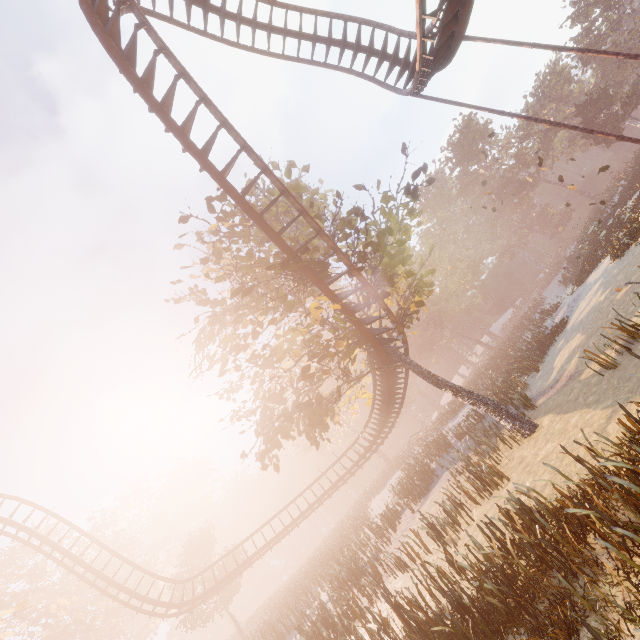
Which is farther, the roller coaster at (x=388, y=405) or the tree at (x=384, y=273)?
the roller coaster at (x=388, y=405)

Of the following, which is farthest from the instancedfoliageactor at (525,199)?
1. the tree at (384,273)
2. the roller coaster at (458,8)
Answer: the roller coaster at (458,8)

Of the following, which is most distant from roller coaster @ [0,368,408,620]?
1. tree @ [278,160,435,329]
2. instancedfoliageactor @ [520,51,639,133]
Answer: instancedfoliageactor @ [520,51,639,133]

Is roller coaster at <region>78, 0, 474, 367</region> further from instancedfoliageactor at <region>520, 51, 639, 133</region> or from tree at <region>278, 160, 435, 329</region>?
instancedfoliageactor at <region>520, 51, 639, 133</region>

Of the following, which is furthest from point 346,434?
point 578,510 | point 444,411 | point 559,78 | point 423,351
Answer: point 559,78

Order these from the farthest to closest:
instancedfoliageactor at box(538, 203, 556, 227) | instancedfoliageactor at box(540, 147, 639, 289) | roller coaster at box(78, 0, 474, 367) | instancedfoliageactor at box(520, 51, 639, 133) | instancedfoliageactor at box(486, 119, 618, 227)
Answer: instancedfoliageactor at box(538, 203, 556, 227), instancedfoliageactor at box(486, 119, 618, 227), instancedfoliageactor at box(520, 51, 639, 133), instancedfoliageactor at box(540, 147, 639, 289), roller coaster at box(78, 0, 474, 367)
